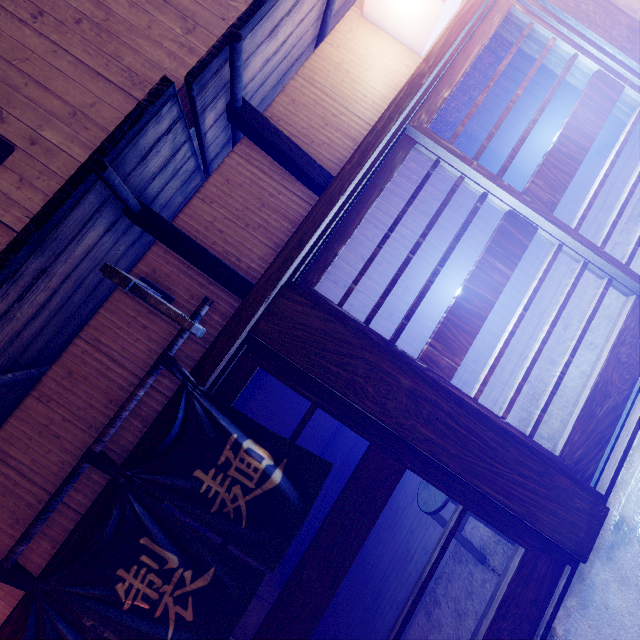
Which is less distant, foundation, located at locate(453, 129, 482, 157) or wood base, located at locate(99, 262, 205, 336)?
wood base, located at locate(99, 262, 205, 336)

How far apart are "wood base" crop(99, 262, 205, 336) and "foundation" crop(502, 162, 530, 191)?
13.30m

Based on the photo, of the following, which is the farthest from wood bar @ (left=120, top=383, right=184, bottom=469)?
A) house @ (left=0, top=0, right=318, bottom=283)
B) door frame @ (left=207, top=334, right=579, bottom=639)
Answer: house @ (left=0, top=0, right=318, bottom=283)

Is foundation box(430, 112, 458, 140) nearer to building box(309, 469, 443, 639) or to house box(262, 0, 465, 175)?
house box(262, 0, 465, 175)

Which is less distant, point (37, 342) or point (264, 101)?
point (37, 342)

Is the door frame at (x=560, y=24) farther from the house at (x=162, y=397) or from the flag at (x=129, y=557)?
the flag at (x=129, y=557)

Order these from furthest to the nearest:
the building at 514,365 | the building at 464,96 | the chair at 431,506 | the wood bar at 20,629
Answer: the building at 464,96 < the building at 514,365 < the chair at 431,506 < the wood bar at 20,629

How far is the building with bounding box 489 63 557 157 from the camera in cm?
976
